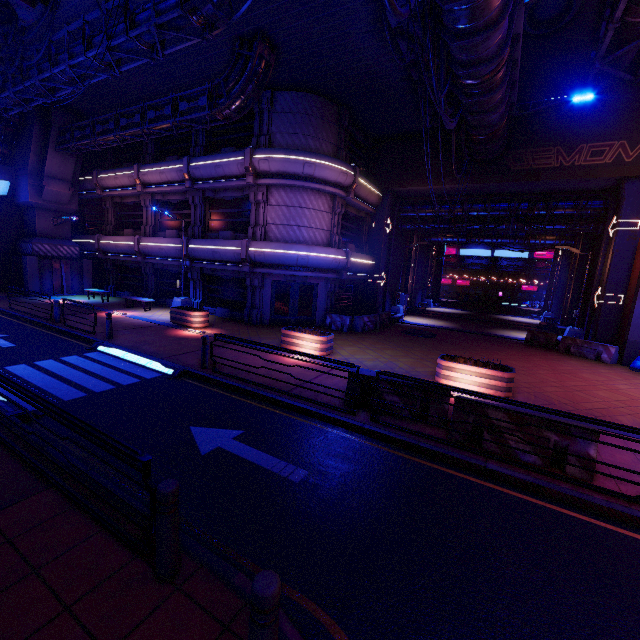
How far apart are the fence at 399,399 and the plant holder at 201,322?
10.2m

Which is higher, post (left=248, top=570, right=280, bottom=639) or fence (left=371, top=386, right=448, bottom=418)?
post (left=248, top=570, right=280, bottom=639)

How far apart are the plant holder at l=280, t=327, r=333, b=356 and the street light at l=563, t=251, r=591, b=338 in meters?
16.8

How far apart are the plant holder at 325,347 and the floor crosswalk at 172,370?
4.12m

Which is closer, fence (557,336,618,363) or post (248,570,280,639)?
post (248,570,280,639)

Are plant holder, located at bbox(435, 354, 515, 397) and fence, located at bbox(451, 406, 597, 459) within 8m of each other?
→ yes

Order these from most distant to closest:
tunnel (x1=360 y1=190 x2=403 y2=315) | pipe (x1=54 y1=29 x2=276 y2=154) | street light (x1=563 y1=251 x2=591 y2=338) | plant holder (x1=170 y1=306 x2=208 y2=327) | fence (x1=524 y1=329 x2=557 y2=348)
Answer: tunnel (x1=360 y1=190 x2=403 y2=315)
street light (x1=563 y1=251 x2=591 y2=338)
fence (x1=524 y1=329 x2=557 y2=348)
plant holder (x1=170 y1=306 x2=208 y2=327)
pipe (x1=54 y1=29 x2=276 y2=154)

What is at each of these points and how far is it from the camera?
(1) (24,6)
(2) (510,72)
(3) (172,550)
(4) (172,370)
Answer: (1) vent, 10.9 meters
(2) walkway, 13.0 meters
(3) post, 3.4 meters
(4) floor crosswalk, 10.0 meters
